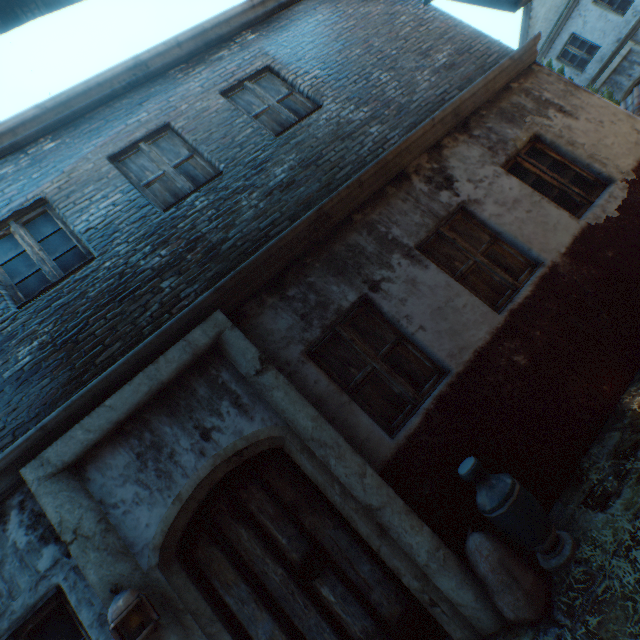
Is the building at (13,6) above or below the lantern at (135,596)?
above

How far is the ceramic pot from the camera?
2.6m

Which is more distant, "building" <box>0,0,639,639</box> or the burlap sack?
"building" <box>0,0,639,639</box>

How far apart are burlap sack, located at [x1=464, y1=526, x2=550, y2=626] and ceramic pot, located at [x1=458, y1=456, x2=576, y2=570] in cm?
9

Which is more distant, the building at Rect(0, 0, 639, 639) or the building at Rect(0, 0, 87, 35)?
the building at Rect(0, 0, 639, 639)

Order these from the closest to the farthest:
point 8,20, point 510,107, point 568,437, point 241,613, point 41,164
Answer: point 8,20 → point 241,613 → point 568,437 → point 41,164 → point 510,107

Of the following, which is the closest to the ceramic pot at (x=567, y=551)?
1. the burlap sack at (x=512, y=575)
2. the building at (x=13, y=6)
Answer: the burlap sack at (x=512, y=575)

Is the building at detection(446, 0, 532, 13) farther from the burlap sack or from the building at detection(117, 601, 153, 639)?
the burlap sack
